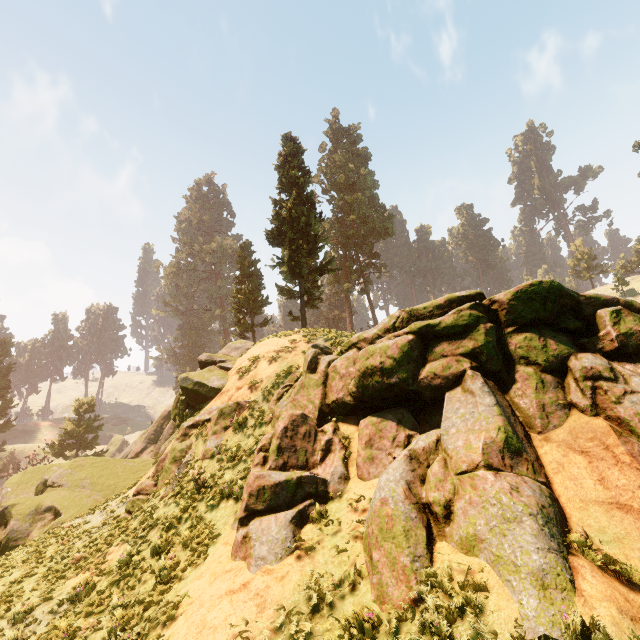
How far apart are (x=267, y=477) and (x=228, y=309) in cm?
3164

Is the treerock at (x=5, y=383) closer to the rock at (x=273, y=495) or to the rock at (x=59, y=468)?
the rock at (x=59, y=468)

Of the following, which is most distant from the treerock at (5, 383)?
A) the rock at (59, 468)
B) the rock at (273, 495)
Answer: the rock at (273, 495)

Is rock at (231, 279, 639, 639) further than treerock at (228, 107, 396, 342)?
No

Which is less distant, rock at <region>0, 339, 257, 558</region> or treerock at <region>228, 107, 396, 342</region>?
rock at <region>0, 339, 257, 558</region>

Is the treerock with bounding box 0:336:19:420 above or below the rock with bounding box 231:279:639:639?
above

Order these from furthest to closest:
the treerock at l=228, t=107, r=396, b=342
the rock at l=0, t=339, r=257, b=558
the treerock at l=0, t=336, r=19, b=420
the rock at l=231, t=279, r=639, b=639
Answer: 1. the treerock at l=0, t=336, r=19, b=420
2. the treerock at l=228, t=107, r=396, b=342
3. the rock at l=0, t=339, r=257, b=558
4. the rock at l=231, t=279, r=639, b=639

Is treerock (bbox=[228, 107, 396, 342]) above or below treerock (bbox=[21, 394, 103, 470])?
above
